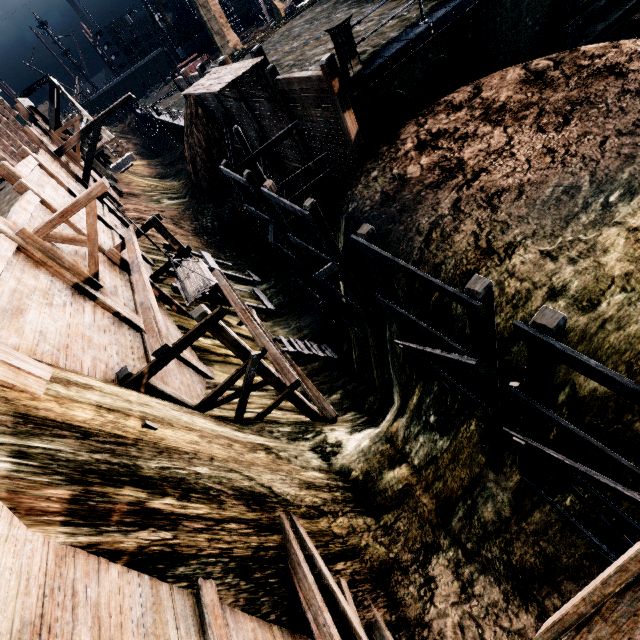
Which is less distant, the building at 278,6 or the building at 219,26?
the building at 219,26

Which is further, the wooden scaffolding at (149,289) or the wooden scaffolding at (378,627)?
the wooden scaffolding at (378,627)

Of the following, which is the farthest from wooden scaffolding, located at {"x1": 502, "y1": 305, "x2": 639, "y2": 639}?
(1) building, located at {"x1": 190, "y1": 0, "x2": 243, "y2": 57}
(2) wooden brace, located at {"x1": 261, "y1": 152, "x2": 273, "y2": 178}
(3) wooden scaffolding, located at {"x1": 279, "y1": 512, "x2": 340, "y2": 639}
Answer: (1) building, located at {"x1": 190, "y1": 0, "x2": 243, "y2": 57}

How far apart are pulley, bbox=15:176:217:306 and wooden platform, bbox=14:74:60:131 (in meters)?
19.90

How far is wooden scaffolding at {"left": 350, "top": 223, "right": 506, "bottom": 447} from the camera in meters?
4.2

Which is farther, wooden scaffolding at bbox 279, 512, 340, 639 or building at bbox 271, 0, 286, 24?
building at bbox 271, 0, 286, 24

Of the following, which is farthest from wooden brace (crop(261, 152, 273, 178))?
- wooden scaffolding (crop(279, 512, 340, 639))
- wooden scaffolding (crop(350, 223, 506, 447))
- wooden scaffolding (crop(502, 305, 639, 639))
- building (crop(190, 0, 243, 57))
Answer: building (crop(190, 0, 243, 57))

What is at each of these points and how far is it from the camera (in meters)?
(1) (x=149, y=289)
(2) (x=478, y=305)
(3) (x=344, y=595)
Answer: (1) wooden scaffolding, 9.12
(2) wooden scaffolding, 3.93
(3) wooden scaffolding, 7.79
